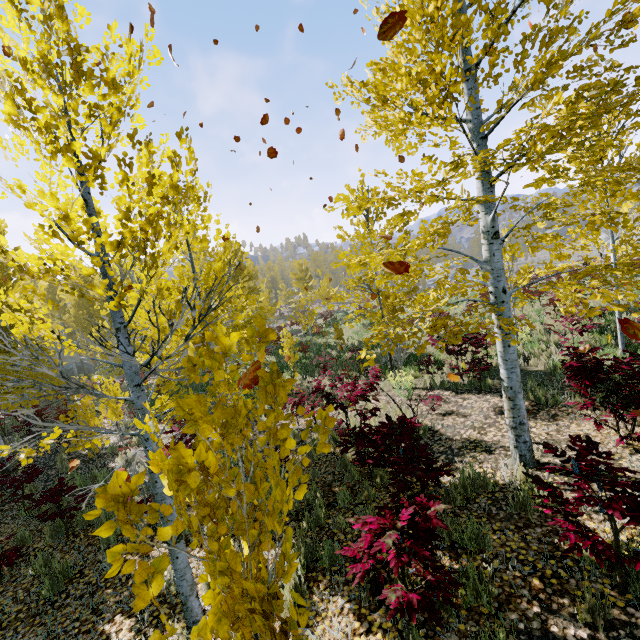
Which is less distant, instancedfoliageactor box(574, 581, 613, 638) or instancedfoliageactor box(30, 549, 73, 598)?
instancedfoliageactor box(574, 581, 613, 638)

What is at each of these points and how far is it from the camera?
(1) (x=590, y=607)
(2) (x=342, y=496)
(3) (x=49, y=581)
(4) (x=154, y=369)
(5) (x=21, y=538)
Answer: (1) instancedfoliageactor, 2.72m
(2) instancedfoliageactor, 5.12m
(3) instancedfoliageactor, 4.56m
(4) instancedfoliageactor, 2.76m
(5) instancedfoliageactor, 5.84m

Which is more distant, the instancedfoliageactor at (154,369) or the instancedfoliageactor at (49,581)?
the instancedfoliageactor at (49,581)

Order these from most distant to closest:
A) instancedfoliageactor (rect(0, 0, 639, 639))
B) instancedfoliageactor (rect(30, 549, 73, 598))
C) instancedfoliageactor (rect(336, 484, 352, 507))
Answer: instancedfoliageactor (rect(336, 484, 352, 507))
instancedfoliageactor (rect(30, 549, 73, 598))
instancedfoliageactor (rect(0, 0, 639, 639))

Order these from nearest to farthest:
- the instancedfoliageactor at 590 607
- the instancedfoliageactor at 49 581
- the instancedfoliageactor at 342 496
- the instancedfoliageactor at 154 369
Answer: the instancedfoliageactor at 154 369 → the instancedfoliageactor at 590 607 → the instancedfoliageactor at 49 581 → the instancedfoliageactor at 342 496

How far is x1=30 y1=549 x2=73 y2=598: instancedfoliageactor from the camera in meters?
4.5 m
